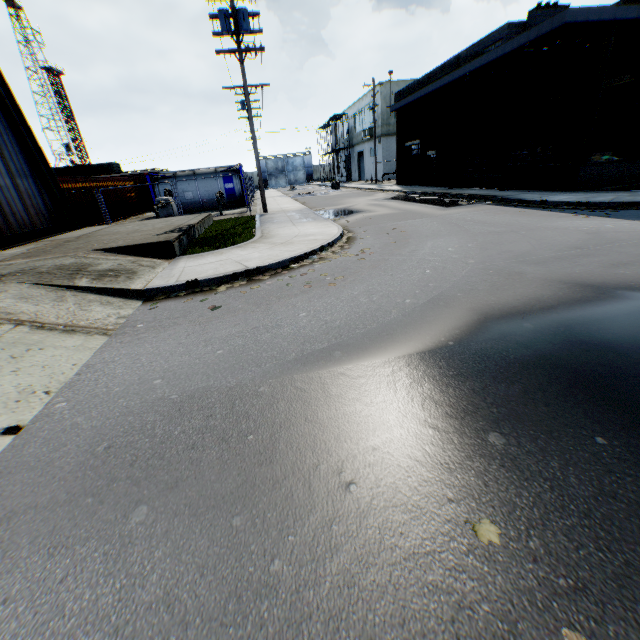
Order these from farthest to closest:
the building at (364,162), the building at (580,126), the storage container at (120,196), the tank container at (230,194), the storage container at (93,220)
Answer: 1. the building at (364,162)
2. the tank container at (230,194)
3. the storage container at (120,196)
4. the storage container at (93,220)
5. the building at (580,126)

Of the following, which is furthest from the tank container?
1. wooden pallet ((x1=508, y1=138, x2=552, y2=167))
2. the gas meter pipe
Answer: wooden pallet ((x1=508, y1=138, x2=552, y2=167))

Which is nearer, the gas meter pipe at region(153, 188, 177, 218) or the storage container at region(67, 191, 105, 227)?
the storage container at region(67, 191, 105, 227)

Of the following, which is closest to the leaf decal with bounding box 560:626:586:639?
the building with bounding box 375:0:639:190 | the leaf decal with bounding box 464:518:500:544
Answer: the leaf decal with bounding box 464:518:500:544

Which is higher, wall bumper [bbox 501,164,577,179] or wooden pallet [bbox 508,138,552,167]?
wooden pallet [bbox 508,138,552,167]

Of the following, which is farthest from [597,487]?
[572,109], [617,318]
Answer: [572,109]

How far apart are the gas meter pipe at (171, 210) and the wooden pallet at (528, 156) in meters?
19.4

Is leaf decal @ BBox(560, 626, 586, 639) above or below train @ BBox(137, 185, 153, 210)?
below
